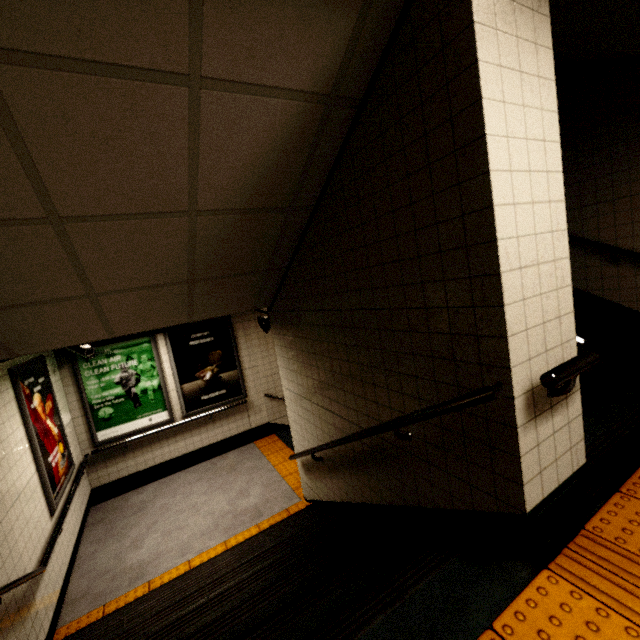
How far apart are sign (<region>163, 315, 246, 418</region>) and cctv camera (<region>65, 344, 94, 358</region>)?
1.12m

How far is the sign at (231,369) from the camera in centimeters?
619cm

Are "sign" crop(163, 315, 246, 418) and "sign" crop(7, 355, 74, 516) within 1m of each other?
no

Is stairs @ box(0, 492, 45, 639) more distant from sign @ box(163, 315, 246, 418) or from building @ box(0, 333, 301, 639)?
sign @ box(163, 315, 246, 418)

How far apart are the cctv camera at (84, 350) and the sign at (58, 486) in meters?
0.4

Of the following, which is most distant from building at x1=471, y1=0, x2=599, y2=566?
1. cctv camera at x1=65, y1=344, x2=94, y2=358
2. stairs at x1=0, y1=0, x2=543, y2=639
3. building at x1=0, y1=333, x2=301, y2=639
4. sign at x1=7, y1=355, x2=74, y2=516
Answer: cctv camera at x1=65, y1=344, x2=94, y2=358

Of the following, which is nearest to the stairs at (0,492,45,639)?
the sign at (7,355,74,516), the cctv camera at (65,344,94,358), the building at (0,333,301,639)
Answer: the building at (0,333,301,639)

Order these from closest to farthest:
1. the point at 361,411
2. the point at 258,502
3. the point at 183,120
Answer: the point at 183,120, the point at 361,411, the point at 258,502
